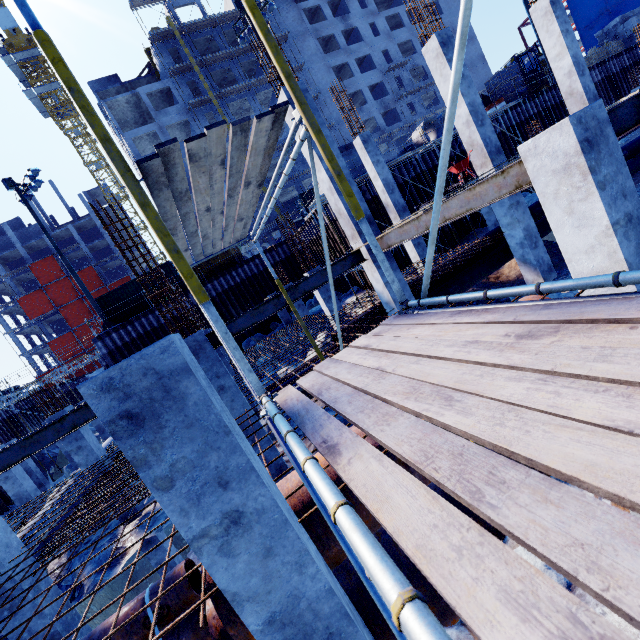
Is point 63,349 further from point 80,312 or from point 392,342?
point 392,342

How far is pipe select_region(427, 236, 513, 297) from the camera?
11.46m

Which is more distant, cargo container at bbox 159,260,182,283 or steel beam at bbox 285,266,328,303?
cargo container at bbox 159,260,182,283

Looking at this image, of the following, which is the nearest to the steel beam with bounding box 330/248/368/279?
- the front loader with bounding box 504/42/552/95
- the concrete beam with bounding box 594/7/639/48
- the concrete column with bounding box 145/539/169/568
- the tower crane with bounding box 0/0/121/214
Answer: the concrete column with bounding box 145/539/169/568

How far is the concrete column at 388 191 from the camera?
13.8m

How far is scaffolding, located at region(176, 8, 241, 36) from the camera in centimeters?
3691cm

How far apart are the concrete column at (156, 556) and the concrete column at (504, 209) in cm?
1504

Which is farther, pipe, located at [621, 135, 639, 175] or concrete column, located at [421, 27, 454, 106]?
pipe, located at [621, 135, 639, 175]
